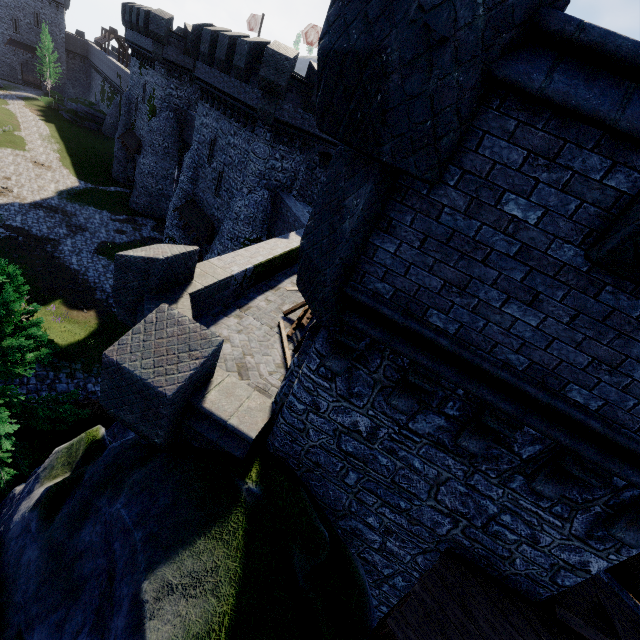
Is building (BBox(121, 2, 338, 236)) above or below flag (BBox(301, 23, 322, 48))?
below

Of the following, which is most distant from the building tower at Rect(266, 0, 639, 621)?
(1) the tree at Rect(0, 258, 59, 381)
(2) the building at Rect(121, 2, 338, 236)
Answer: (2) the building at Rect(121, 2, 338, 236)

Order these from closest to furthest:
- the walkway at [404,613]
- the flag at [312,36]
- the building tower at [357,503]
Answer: the building tower at [357,503], the walkway at [404,613], the flag at [312,36]

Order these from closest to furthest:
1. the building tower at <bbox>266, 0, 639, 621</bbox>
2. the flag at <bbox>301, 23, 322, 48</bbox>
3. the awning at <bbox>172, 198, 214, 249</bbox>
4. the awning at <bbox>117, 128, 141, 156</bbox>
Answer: the building tower at <bbox>266, 0, 639, 621</bbox> → the awning at <bbox>172, 198, 214, 249</bbox> → the flag at <bbox>301, 23, 322, 48</bbox> → the awning at <bbox>117, 128, 141, 156</bbox>

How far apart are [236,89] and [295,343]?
17.4m

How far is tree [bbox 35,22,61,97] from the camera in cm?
5161

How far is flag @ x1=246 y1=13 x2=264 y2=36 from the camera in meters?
31.9

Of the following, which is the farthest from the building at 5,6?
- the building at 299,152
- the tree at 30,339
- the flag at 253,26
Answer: the tree at 30,339
